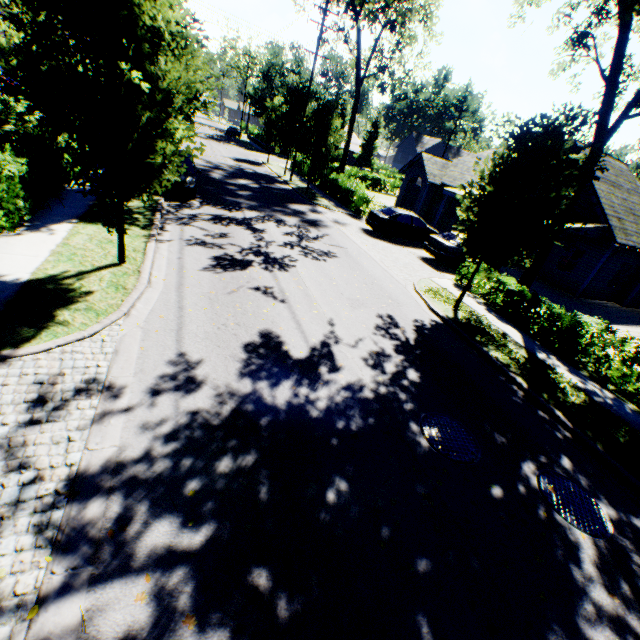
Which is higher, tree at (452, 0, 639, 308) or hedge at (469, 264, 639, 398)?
tree at (452, 0, 639, 308)

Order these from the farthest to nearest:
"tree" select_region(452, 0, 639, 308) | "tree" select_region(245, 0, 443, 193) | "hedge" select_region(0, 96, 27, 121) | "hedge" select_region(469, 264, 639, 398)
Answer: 1. "tree" select_region(245, 0, 443, 193)
2. "hedge" select_region(0, 96, 27, 121)
3. "hedge" select_region(469, 264, 639, 398)
4. "tree" select_region(452, 0, 639, 308)

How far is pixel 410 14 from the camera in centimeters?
2902cm

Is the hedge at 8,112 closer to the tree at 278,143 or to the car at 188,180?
the tree at 278,143

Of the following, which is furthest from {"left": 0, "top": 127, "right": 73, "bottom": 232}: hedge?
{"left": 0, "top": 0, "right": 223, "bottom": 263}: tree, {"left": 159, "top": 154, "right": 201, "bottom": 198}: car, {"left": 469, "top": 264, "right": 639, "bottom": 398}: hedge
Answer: {"left": 469, "top": 264, "right": 639, "bottom": 398}: hedge

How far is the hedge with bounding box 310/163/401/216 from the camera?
22.7 meters

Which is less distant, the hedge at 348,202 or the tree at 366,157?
the hedge at 348,202

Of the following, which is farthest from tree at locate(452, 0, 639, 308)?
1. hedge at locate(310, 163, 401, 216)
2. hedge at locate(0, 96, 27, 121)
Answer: hedge at locate(0, 96, 27, 121)
